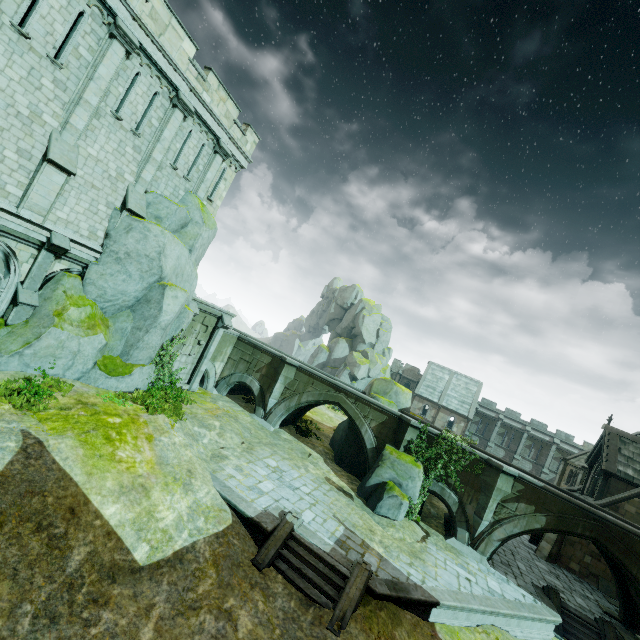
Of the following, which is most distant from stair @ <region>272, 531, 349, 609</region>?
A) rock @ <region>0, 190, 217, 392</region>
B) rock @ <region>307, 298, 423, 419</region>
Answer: rock @ <region>307, 298, 423, 419</region>

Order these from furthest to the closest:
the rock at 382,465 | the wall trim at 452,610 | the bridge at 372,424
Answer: the bridge at 372,424 → the rock at 382,465 → the wall trim at 452,610

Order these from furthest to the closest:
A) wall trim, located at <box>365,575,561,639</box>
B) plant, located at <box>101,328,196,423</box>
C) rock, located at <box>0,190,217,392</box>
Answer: plant, located at <box>101,328,196,423</box>, rock, located at <box>0,190,217,392</box>, wall trim, located at <box>365,575,561,639</box>

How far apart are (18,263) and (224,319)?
11.3 meters

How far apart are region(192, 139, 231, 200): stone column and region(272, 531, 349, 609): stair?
16.96m

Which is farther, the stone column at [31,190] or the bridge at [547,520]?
the bridge at [547,520]

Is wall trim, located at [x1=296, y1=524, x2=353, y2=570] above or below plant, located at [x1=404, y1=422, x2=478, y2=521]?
below

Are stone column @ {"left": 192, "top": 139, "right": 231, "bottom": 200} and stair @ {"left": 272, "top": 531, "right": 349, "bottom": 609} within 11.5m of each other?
no
